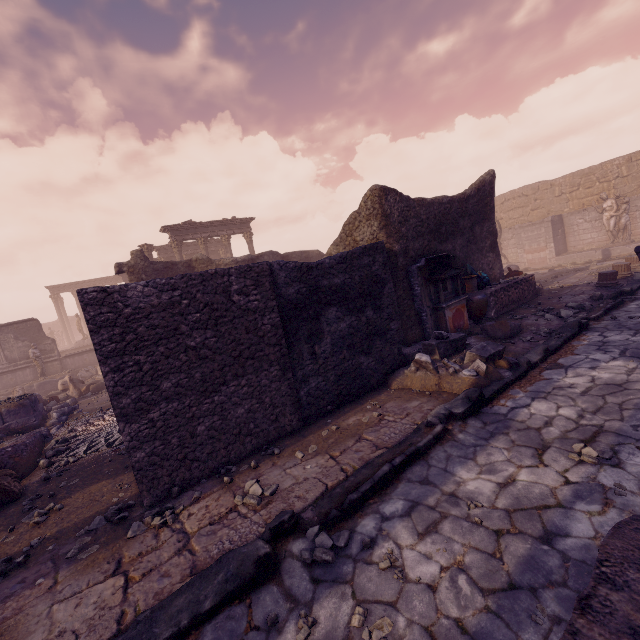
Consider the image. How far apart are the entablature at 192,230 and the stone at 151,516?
20.1 meters

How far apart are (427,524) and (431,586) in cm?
58

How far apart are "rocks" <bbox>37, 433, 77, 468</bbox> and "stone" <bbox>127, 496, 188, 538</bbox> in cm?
443

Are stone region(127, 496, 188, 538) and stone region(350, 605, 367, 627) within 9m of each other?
yes

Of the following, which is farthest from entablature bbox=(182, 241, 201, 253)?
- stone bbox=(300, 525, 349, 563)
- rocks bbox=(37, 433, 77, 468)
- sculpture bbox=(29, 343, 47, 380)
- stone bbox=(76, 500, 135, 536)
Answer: stone bbox=(300, 525, 349, 563)

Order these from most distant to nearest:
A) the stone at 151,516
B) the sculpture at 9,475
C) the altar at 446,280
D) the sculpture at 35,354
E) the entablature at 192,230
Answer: the entablature at 192,230
the sculpture at 35,354
the altar at 446,280
the sculpture at 9,475
the stone at 151,516

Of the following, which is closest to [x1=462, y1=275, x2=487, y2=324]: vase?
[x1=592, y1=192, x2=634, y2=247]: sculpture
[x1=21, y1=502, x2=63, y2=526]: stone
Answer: [x1=21, y1=502, x2=63, y2=526]: stone

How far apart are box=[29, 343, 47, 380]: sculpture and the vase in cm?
1921
